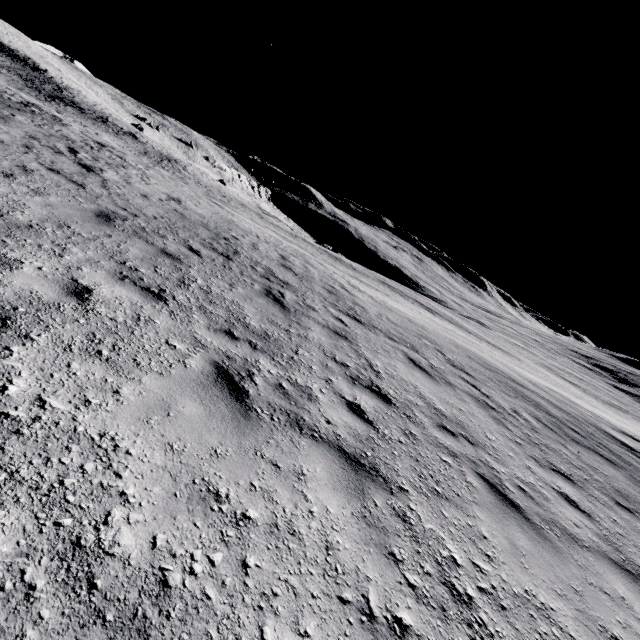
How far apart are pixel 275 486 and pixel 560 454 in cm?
760
